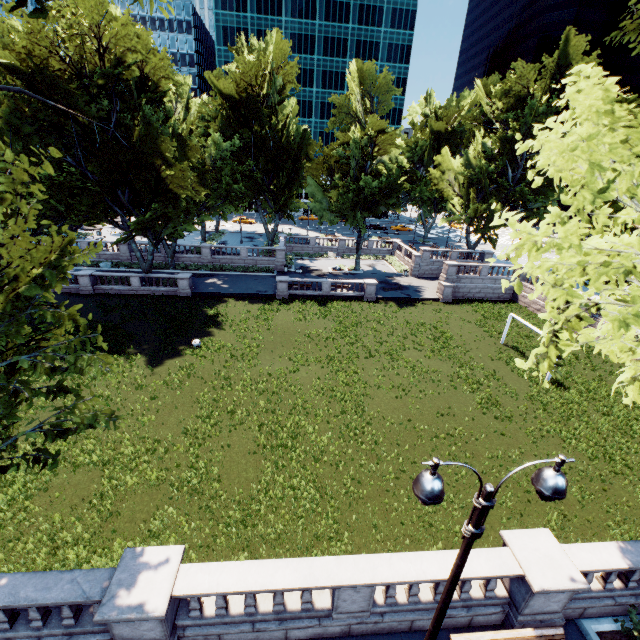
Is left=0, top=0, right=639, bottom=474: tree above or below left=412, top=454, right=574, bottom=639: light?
above

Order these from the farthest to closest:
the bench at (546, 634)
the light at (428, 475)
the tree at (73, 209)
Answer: the bench at (546, 634) < the tree at (73, 209) < the light at (428, 475)

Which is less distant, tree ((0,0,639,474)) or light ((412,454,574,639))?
light ((412,454,574,639))

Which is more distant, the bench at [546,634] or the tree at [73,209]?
the bench at [546,634]

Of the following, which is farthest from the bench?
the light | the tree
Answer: the tree

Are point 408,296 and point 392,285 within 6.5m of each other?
yes

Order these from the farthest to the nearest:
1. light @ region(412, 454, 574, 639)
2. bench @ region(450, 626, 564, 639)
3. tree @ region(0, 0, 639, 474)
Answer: bench @ region(450, 626, 564, 639), tree @ region(0, 0, 639, 474), light @ region(412, 454, 574, 639)
